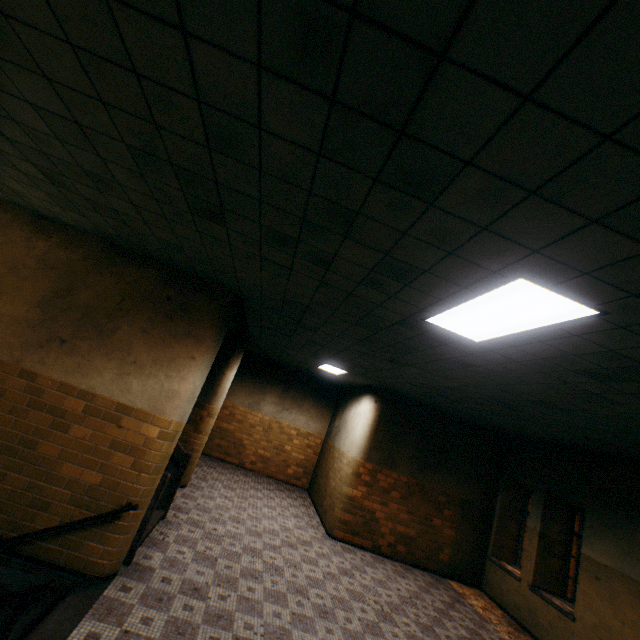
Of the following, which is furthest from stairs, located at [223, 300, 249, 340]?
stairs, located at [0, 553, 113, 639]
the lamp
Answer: the lamp

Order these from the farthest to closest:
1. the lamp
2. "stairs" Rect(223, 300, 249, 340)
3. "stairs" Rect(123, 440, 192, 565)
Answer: "stairs" Rect(223, 300, 249, 340) < "stairs" Rect(123, 440, 192, 565) < the lamp

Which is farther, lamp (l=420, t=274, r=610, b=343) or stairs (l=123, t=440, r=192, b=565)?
stairs (l=123, t=440, r=192, b=565)

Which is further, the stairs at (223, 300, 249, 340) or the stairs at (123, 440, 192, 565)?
the stairs at (223, 300, 249, 340)

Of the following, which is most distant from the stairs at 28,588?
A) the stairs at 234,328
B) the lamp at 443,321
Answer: the lamp at 443,321

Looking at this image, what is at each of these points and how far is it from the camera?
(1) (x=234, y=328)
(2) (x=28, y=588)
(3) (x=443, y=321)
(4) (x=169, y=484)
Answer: (1) stairs, 7.2m
(2) stairs, 2.3m
(3) lamp, 3.2m
(4) stairs, 6.0m
